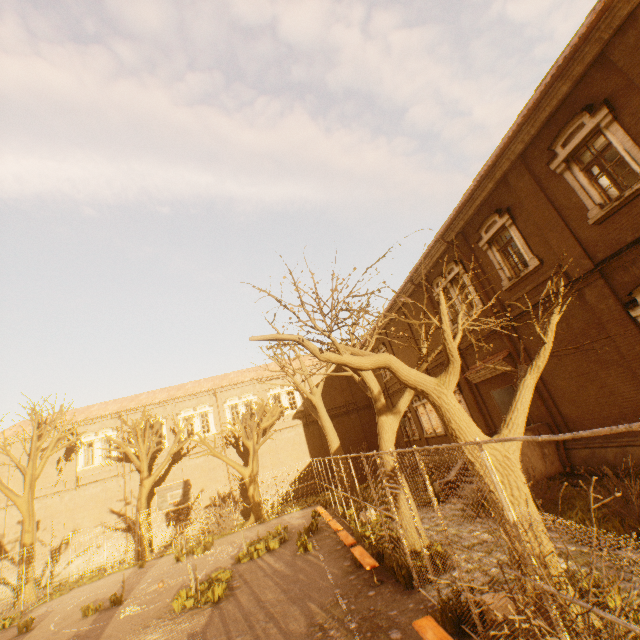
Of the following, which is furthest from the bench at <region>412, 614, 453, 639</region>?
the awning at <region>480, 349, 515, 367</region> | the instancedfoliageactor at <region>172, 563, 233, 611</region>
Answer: the awning at <region>480, 349, 515, 367</region>

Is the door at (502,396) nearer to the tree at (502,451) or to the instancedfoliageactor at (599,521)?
the instancedfoliageactor at (599,521)

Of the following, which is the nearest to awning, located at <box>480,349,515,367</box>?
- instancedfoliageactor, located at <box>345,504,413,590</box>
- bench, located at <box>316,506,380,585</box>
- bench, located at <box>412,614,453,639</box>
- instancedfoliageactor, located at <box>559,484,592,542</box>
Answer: instancedfoliageactor, located at <box>559,484,592,542</box>

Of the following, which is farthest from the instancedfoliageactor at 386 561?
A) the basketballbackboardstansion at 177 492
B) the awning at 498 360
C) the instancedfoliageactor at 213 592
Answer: the basketballbackboardstansion at 177 492

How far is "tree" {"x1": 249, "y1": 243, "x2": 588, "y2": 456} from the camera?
5.89m

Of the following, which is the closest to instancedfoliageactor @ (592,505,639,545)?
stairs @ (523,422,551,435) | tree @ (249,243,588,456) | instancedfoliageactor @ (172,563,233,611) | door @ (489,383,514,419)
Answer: stairs @ (523,422,551,435)

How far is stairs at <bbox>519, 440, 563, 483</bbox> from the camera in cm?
1171

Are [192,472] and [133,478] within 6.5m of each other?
yes
